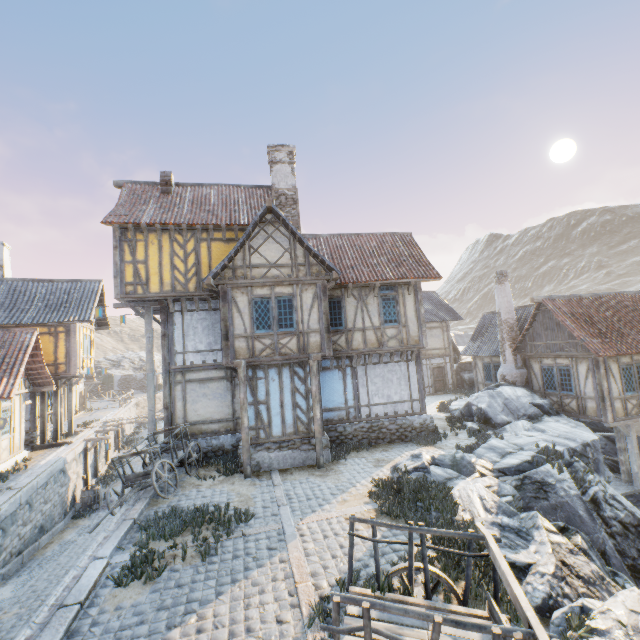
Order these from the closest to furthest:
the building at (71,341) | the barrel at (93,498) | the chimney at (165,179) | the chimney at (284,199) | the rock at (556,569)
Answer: the rock at (556,569), the chimney at (165,179), the chimney at (284,199), the barrel at (93,498), the building at (71,341)

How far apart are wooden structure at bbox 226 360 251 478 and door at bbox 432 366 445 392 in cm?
1824

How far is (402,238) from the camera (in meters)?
16.52

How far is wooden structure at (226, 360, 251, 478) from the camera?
11.2m

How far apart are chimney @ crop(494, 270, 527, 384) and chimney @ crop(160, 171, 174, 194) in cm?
1841

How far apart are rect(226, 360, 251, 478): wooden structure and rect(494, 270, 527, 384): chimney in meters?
15.0

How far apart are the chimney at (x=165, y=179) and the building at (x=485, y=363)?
21.0m

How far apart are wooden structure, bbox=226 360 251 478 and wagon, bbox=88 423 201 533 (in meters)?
1.97
